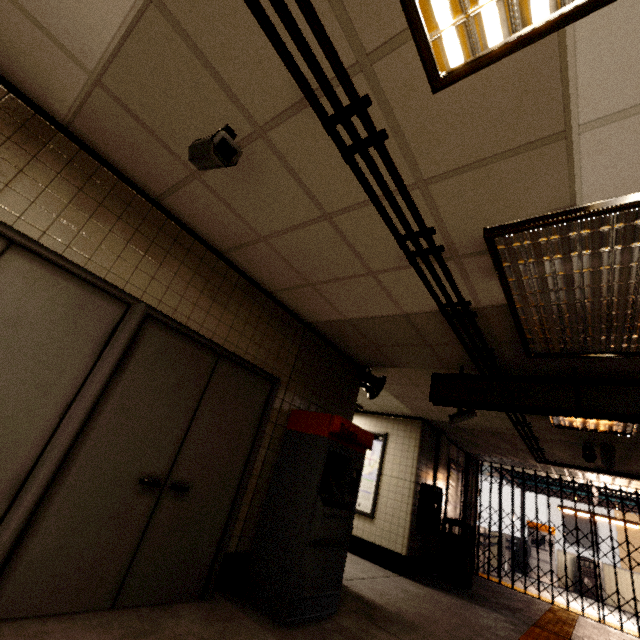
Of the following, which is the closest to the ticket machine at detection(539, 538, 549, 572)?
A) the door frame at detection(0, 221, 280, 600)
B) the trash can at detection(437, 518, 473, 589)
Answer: the trash can at detection(437, 518, 473, 589)

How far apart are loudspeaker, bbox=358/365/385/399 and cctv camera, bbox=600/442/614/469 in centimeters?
386cm

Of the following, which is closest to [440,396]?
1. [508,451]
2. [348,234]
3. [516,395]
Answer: [516,395]

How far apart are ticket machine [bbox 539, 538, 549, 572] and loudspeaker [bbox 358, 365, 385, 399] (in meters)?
12.39

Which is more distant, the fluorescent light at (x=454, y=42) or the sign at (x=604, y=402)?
the sign at (x=604, y=402)

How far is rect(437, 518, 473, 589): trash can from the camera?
6.68m

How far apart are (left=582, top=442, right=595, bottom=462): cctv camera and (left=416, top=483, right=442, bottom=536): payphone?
2.6 meters

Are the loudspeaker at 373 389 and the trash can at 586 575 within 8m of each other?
no
